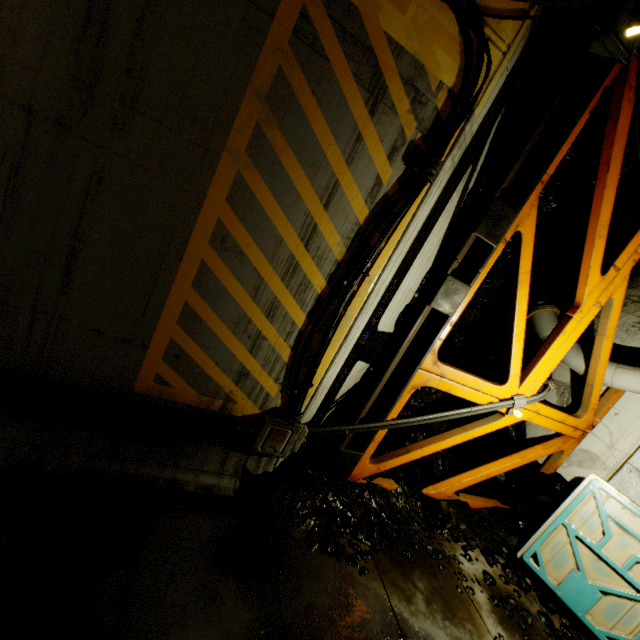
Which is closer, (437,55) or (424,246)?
(437,55)

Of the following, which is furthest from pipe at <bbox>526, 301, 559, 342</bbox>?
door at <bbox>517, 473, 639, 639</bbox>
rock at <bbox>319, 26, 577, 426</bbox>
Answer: door at <bbox>517, 473, 639, 639</bbox>

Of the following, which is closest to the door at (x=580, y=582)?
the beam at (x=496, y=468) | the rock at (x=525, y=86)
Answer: the rock at (x=525, y=86)

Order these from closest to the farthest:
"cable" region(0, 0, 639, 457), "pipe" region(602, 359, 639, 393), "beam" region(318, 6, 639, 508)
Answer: "cable" region(0, 0, 639, 457)
"beam" region(318, 6, 639, 508)
"pipe" region(602, 359, 639, 393)

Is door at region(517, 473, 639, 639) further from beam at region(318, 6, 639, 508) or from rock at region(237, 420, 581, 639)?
beam at region(318, 6, 639, 508)

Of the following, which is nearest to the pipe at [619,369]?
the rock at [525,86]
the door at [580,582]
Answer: the rock at [525,86]

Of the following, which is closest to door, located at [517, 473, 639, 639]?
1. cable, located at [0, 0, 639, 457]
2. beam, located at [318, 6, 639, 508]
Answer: beam, located at [318, 6, 639, 508]
